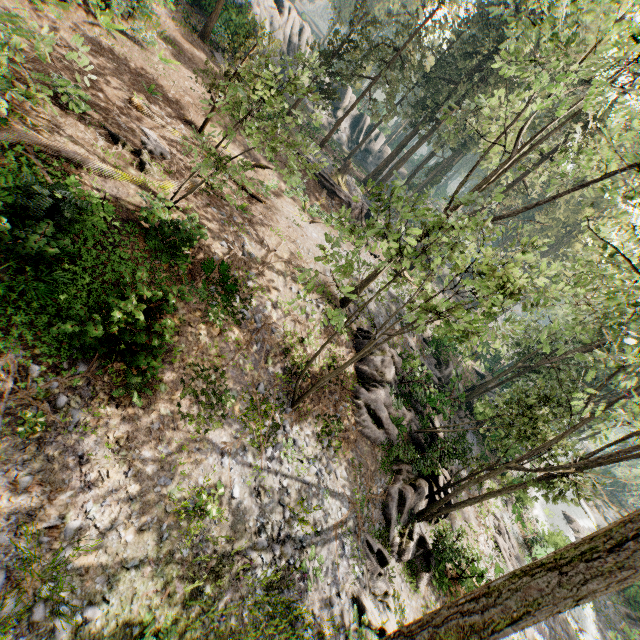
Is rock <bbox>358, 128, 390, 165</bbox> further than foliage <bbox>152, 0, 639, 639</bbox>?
Yes

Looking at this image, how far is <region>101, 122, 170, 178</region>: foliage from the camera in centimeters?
1060cm

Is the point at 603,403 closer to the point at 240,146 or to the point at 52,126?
the point at 52,126

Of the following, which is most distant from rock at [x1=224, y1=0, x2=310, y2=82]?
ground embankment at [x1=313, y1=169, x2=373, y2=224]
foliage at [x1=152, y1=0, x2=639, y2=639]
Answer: ground embankment at [x1=313, y1=169, x2=373, y2=224]

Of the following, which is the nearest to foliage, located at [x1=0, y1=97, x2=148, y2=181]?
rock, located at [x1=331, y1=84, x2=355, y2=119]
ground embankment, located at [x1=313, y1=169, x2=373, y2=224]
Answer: ground embankment, located at [x1=313, y1=169, x2=373, y2=224]

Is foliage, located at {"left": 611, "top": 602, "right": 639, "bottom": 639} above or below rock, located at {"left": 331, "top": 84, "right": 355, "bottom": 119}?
below

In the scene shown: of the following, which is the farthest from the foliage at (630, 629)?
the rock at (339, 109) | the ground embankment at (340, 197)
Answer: the rock at (339, 109)

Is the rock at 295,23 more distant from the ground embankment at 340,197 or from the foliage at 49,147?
the ground embankment at 340,197
